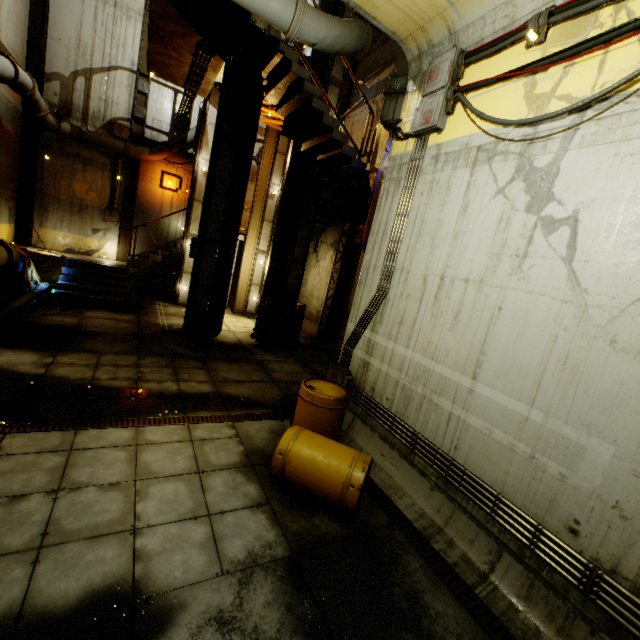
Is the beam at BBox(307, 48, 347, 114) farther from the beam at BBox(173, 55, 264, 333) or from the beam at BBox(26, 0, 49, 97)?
the beam at BBox(26, 0, 49, 97)

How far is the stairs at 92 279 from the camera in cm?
1122

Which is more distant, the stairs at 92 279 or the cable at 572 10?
the stairs at 92 279

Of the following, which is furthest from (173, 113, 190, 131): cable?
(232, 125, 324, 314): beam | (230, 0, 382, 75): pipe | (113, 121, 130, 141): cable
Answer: (232, 125, 324, 314): beam

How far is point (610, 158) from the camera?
3.21m

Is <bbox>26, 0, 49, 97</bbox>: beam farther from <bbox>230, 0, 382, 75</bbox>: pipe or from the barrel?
the barrel

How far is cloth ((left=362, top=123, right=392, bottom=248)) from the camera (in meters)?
8.51

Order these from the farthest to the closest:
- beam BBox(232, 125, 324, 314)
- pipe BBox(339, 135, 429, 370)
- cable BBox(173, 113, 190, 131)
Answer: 1. cable BBox(173, 113, 190, 131)
2. beam BBox(232, 125, 324, 314)
3. pipe BBox(339, 135, 429, 370)
